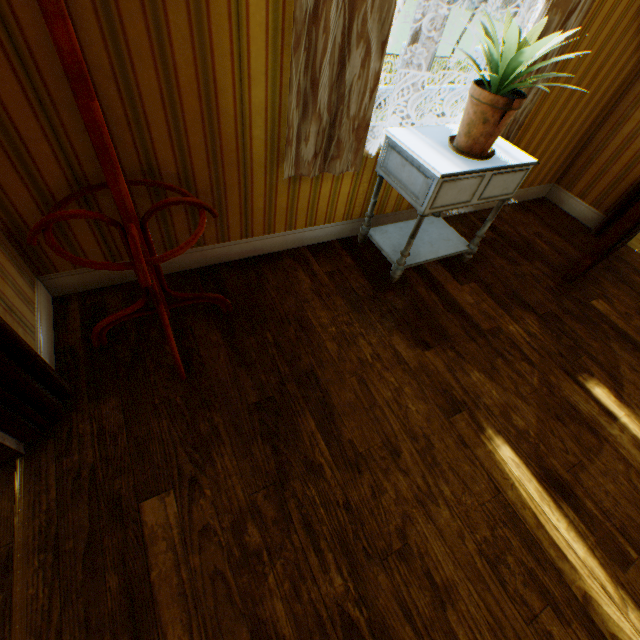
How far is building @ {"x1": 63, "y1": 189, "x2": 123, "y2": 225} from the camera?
1.57m

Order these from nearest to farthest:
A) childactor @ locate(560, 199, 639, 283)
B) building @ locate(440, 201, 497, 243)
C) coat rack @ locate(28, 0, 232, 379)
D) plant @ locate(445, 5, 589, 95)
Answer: coat rack @ locate(28, 0, 232, 379)
plant @ locate(445, 5, 589, 95)
childactor @ locate(560, 199, 639, 283)
building @ locate(440, 201, 497, 243)

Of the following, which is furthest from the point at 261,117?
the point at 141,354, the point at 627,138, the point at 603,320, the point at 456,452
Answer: the point at 627,138

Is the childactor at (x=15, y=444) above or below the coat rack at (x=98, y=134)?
below

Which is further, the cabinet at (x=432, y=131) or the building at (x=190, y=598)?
the cabinet at (x=432, y=131)

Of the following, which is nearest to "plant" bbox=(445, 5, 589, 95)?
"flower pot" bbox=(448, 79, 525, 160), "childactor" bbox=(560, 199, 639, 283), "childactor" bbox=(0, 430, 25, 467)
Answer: "flower pot" bbox=(448, 79, 525, 160)

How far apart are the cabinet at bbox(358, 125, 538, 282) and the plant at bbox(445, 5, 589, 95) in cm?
34

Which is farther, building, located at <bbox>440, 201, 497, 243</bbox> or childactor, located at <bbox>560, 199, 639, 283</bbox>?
building, located at <bbox>440, 201, 497, 243</bbox>
